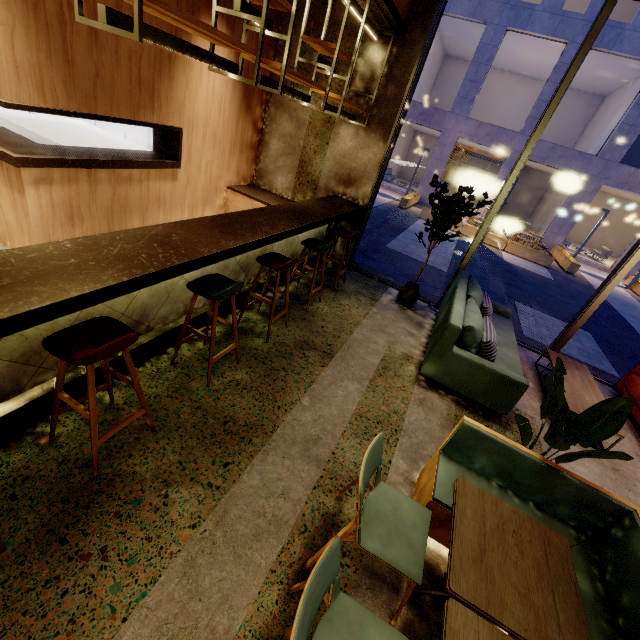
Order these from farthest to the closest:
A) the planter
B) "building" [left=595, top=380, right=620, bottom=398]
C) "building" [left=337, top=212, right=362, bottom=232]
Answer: the planter
"building" [left=337, top=212, right=362, bottom=232]
"building" [left=595, top=380, right=620, bottom=398]

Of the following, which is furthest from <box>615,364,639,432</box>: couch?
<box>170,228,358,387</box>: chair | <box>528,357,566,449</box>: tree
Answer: <box>170,228,358,387</box>: chair

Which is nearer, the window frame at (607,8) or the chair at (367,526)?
the chair at (367,526)

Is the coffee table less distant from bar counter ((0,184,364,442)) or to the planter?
bar counter ((0,184,364,442))

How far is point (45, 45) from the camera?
2.9 meters

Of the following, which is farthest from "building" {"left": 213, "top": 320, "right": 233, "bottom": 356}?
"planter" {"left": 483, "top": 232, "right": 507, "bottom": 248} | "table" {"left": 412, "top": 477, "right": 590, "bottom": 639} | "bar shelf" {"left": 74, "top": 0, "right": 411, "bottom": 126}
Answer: "planter" {"left": 483, "top": 232, "right": 507, "bottom": 248}

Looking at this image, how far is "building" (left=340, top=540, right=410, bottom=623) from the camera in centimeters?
195cm

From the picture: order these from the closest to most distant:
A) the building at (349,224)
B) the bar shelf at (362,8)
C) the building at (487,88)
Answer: the bar shelf at (362,8) → the building at (349,224) → the building at (487,88)
